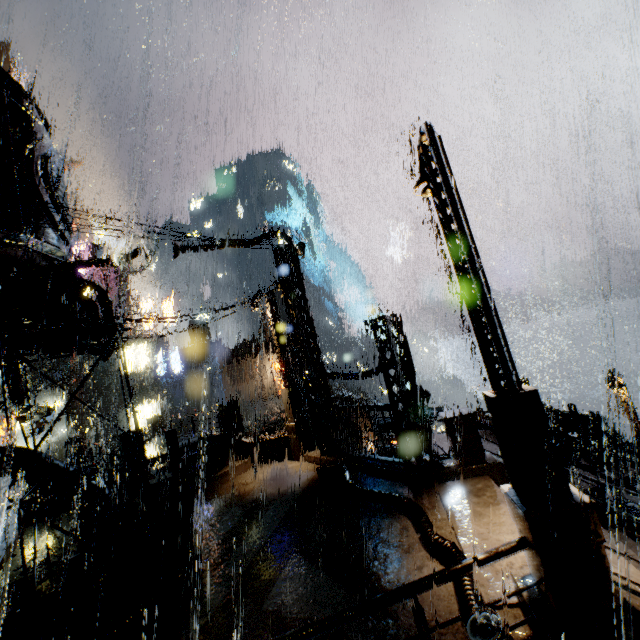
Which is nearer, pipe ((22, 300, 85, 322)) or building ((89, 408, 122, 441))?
pipe ((22, 300, 85, 322))

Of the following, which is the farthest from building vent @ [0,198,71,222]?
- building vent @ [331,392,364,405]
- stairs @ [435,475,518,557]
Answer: building vent @ [331,392,364,405]

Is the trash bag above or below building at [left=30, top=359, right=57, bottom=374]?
below

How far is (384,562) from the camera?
6.37m

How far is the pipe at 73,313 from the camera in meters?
10.5 m

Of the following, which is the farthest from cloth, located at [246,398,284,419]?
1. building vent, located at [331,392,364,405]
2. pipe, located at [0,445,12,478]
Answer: pipe, located at [0,445,12,478]

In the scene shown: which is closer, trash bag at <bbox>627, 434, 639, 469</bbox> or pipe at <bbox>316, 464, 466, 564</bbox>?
pipe at <bbox>316, 464, 466, 564</bbox>

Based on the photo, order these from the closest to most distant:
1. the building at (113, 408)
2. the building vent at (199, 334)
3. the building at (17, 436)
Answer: the building at (17, 436), the building at (113, 408), the building vent at (199, 334)
